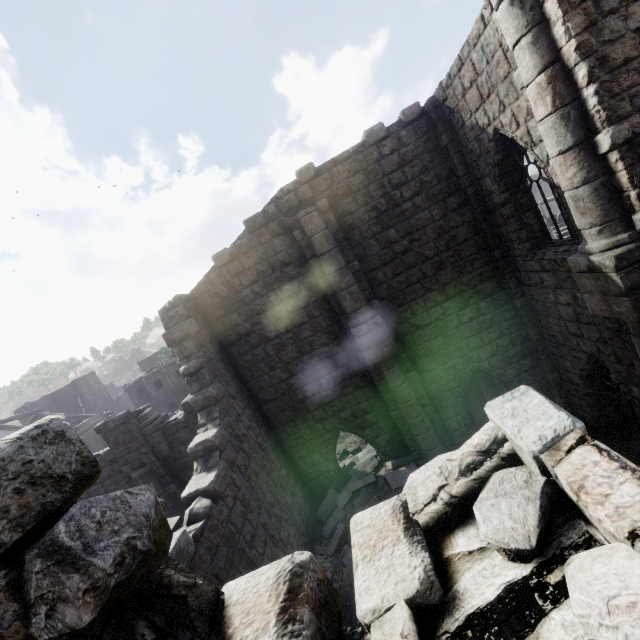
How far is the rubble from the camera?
9.6 meters

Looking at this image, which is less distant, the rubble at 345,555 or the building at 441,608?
the building at 441,608

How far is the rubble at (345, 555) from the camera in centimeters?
956cm

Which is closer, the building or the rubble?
the building

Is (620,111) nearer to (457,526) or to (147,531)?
(457,526)

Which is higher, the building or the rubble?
the building
